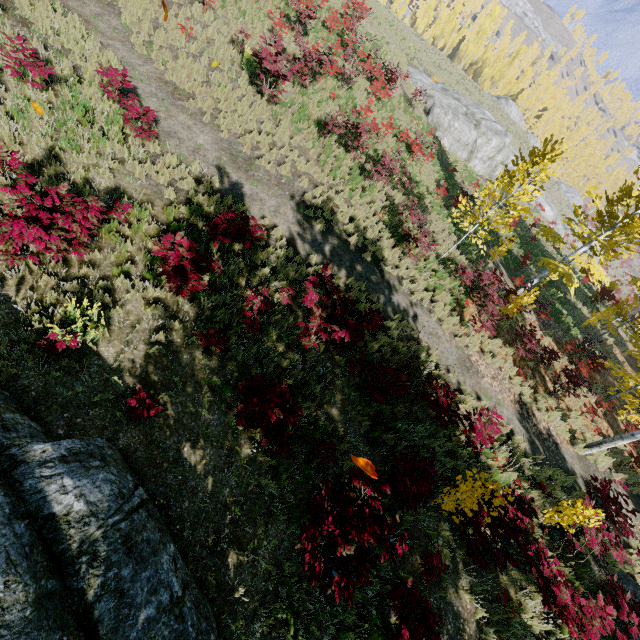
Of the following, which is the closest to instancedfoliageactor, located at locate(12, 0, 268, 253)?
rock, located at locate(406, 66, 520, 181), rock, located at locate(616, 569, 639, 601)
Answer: rock, located at locate(616, 569, 639, 601)

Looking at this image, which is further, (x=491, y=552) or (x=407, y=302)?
(x=407, y=302)

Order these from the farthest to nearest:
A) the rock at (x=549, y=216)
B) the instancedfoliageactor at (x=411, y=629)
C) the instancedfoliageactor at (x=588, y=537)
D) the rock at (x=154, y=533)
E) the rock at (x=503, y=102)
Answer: the rock at (x=503, y=102) < the rock at (x=549, y=216) < the instancedfoliageactor at (x=588, y=537) < the instancedfoliageactor at (x=411, y=629) < the rock at (x=154, y=533)

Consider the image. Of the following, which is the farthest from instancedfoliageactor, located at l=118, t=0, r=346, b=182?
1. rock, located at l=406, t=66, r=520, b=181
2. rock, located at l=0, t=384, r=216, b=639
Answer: rock, located at l=406, t=66, r=520, b=181

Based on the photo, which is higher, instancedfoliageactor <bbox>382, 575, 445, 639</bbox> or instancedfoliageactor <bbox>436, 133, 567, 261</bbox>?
instancedfoliageactor <bbox>436, 133, 567, 261</bbox>

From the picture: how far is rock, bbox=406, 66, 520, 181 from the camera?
26.25m

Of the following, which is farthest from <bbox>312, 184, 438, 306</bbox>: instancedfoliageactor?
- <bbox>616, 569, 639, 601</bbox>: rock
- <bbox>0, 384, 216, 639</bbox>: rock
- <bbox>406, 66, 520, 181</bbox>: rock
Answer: <bbox>406, 66, 520, 181</bbox>: rock

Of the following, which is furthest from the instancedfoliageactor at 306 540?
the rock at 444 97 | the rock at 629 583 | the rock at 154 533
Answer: the rock at 444 97
